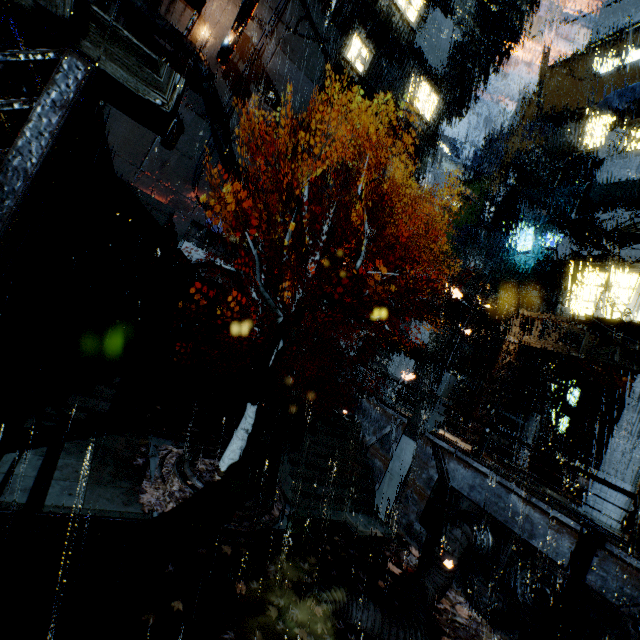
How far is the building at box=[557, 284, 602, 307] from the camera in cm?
1864

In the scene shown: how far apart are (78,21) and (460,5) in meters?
61.6 m

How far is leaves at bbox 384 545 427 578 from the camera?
11.4 meters

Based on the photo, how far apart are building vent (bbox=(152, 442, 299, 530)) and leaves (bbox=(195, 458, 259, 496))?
0.00m

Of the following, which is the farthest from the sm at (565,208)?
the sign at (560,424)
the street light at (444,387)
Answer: the street light at (444,387)

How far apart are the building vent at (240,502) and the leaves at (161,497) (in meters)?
0.00

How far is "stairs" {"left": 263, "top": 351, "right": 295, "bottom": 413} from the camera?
16.1m

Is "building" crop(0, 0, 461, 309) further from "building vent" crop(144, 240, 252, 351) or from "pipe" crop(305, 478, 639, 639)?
"pipe" crop(305, 478, 639, 639)
